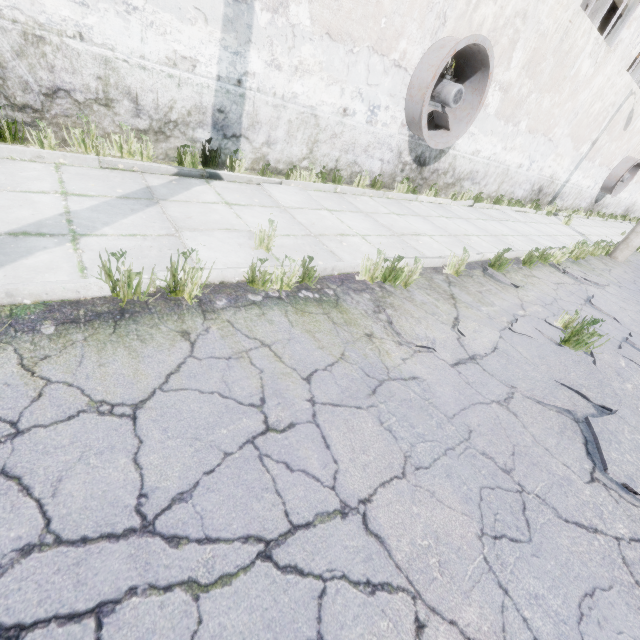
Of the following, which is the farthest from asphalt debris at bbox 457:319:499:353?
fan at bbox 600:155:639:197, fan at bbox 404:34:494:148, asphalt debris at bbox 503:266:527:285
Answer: fan at bbox 600:155:639:197

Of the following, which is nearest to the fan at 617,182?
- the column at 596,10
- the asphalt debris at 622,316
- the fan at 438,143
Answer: the column at 596,10

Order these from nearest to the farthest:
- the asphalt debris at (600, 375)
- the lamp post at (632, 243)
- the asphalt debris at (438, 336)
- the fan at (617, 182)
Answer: the asphalt debris at (600, 375), the asphalt debris at (438, 336), the lamp post at (632, 243), the fan at (617, 182)

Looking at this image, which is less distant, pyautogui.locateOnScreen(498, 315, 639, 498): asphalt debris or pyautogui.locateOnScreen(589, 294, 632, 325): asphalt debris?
pyautogui.locateOnScreen(498, 315, 639, 498): asphalt debris

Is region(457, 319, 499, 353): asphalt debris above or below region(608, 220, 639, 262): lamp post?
below

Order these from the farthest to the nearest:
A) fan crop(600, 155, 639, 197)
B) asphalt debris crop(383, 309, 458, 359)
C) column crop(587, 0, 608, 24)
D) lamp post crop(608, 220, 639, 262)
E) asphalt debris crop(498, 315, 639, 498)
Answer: fan crop(600, 155, 639, 197) → column crop(587, 0, 608, 24) → lamp post crop(608, 220, 639, 262) → asphalt debris crop(383, 309, 458, 359) → asphalt debris crop(498, 315, 639, 498)

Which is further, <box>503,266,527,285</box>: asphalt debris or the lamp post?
the lamp post

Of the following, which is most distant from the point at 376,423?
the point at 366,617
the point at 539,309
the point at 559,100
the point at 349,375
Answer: the point at 559,100
